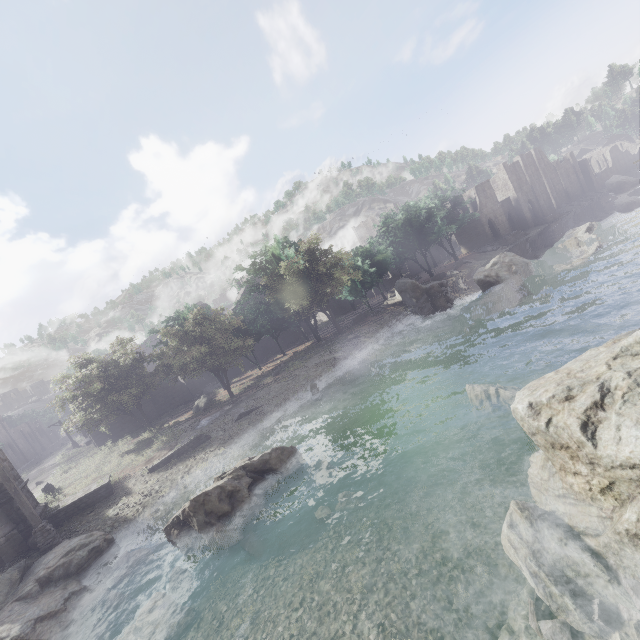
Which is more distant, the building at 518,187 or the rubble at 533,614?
the building at 518,187

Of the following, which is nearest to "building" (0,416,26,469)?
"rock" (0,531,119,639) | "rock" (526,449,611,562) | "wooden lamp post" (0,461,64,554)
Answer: "rock" (526,449,611,562)

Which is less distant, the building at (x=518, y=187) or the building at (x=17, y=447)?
the building at (x=518, y=187)

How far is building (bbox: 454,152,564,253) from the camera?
53.8m

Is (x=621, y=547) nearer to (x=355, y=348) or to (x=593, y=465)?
(x=593, y=465)

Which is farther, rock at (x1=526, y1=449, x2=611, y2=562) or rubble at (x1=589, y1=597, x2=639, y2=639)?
rock at (x1=526, y1=449, x2=611, y2=562)

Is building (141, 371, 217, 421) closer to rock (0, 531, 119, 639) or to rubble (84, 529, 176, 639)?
rock (0, 531, 119, 639)

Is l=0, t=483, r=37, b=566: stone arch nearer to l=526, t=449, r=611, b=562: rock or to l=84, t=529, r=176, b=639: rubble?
l=84, t=529, r=176, b=639: rubble
